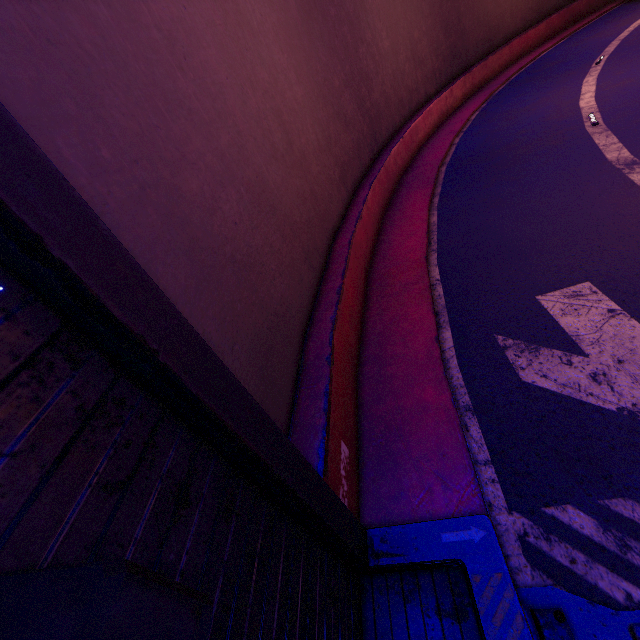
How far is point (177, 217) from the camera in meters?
3.5 m

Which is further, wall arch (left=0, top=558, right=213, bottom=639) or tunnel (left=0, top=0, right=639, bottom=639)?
tunnel (left=0, top=0, right=639, bottom=639)

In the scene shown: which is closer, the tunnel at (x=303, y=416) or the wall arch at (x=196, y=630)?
the wall arch at (x=196, y=630)
